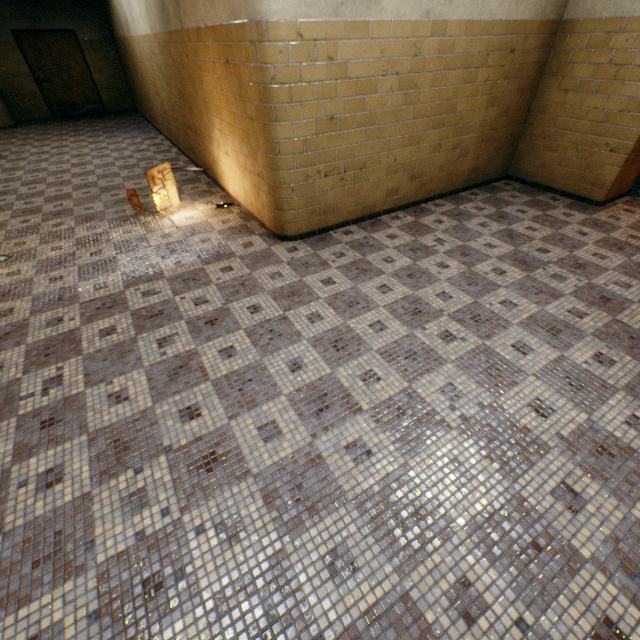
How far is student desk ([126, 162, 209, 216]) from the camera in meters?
4.3

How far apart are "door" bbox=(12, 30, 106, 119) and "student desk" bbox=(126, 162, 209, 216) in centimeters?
987cm

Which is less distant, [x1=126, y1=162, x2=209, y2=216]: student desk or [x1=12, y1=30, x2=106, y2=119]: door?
[x1=126, y1=162, x2=209, y2=216]: student desk

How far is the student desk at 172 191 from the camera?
4.3m

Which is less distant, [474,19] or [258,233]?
[474,19]

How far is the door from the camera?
9.6 meters

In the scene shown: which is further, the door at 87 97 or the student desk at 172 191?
the door at 87 97
